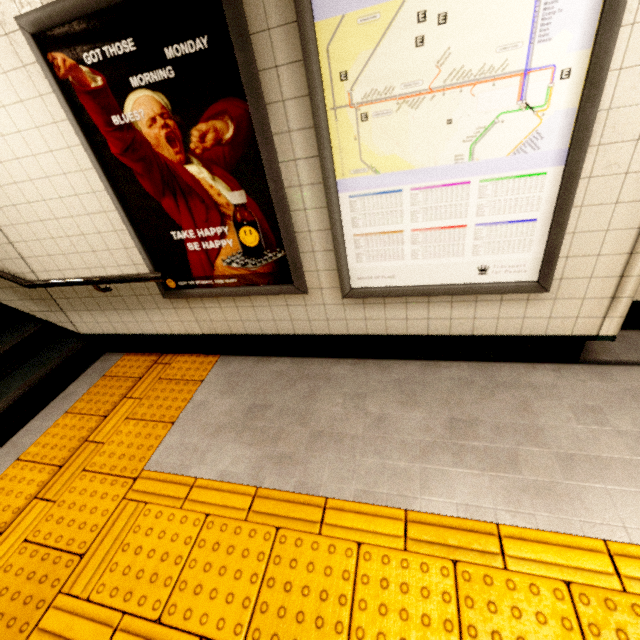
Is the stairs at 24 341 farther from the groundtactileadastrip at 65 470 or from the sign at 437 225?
the sign at 437 225

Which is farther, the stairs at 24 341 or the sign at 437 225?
the stairs at 24 341

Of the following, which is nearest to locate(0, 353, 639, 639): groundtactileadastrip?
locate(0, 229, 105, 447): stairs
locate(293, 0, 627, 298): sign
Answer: locate(0, 229, 105, 447): stairs

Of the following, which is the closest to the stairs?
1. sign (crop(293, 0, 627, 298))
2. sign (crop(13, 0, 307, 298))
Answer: sign (crop(13, 0, 307, 298))

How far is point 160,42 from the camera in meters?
1.6 m

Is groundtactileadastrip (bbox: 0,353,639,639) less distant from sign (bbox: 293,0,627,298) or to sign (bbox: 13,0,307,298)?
sign (bbox: 13,0,307,298)
